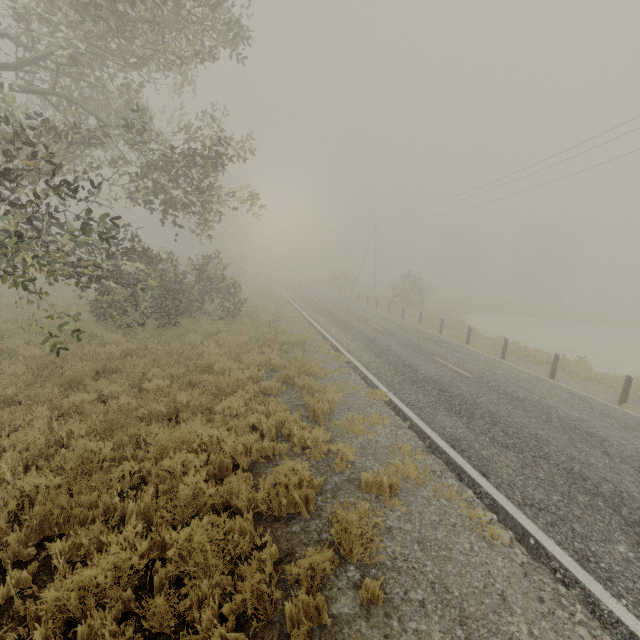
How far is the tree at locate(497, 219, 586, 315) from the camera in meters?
50.2 m

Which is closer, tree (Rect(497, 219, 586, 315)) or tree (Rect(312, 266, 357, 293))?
tree (Rect(312, 266, 357, 293))

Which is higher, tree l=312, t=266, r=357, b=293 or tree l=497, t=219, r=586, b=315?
tree l=497, t=219, r=586, b=315

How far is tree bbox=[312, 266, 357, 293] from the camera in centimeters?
4677cm

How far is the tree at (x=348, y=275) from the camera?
46.8m

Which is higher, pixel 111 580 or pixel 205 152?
pixel 205 152

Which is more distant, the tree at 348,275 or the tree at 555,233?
the tree at 555,233
